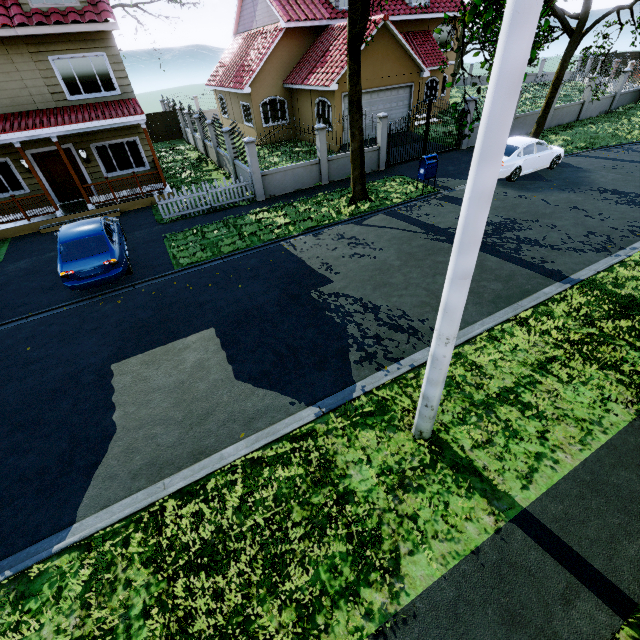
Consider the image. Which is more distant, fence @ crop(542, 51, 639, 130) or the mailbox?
fence @ crop(542, 51, 639, 130)

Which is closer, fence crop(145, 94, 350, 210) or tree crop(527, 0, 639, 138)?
tree crop(527, 0, 639, 138)

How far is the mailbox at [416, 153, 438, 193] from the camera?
13.1m

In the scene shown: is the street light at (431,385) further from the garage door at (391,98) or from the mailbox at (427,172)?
the garage door at (391,98)

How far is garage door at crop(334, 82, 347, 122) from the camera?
17.7m

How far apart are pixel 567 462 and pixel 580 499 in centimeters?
53cm

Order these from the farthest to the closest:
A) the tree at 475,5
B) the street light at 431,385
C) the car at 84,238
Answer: the car at 84,238 → the tree at 475,5 → the street light at 431,385

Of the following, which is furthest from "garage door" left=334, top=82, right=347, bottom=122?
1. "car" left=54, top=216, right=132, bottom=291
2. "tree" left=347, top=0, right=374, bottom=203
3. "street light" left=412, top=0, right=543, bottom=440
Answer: "street light" left=412, top=0, right=543, bottom=440
